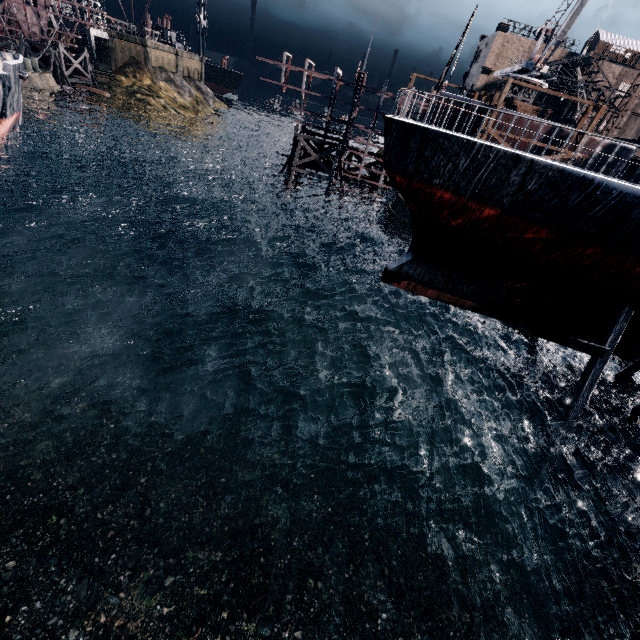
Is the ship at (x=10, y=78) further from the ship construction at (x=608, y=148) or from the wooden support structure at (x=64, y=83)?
the ship construction at (x=608, y=148)

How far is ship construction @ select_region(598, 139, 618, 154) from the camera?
30.30m

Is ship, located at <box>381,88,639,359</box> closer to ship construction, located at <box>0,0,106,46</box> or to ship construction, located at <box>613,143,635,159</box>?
ship construction, located at <box>613,143,635,159</box>

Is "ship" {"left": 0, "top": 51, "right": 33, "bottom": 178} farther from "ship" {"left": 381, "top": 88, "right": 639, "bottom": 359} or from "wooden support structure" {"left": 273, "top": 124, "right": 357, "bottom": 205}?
"ship" {"left": 381, "top": 88, "right": 639, "bottom": 359}

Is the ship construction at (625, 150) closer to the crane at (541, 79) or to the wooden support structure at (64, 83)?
the crane at (541, 79)

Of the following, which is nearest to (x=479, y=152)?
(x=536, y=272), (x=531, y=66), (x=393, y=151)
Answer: (x=393, y=151)

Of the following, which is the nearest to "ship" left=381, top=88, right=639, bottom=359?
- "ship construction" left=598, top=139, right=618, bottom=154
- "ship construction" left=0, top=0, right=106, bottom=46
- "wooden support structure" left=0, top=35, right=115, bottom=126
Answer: "ship construction" left=598, top=139, right=618, bottom=154

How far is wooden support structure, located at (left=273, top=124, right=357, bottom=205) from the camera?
36.50m
